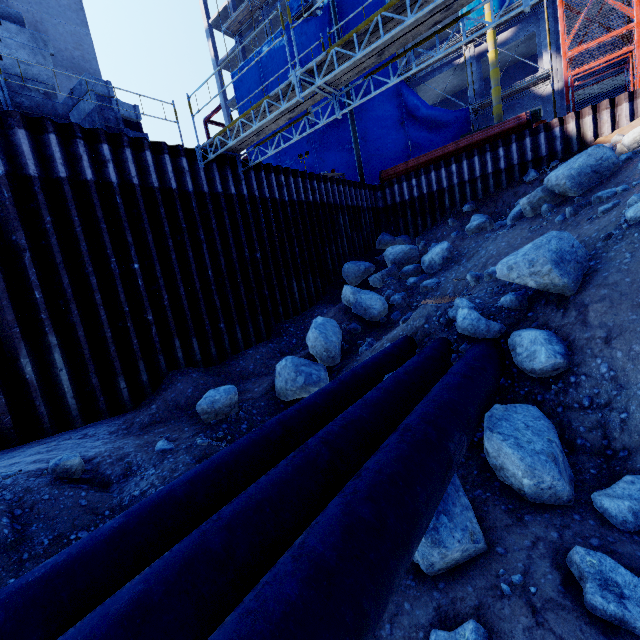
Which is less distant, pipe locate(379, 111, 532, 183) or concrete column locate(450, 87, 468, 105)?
pipe locate(379, 111, 532, 183)

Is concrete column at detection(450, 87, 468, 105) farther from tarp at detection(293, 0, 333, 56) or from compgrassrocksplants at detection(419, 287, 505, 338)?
compgrassrocksplants at detection(419, 287, 505, 338)

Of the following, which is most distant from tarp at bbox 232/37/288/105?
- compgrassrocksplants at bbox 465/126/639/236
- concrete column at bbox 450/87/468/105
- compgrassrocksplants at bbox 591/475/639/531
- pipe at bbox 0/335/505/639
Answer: compgrassrocksplants at bbox 591/475/639/531

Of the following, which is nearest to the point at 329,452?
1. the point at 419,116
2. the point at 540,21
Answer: the point at 419,116

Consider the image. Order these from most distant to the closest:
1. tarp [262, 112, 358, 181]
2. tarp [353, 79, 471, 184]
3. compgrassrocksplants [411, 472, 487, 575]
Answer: tarp [262, 112, 358, 181]
tarp [353, 79, 471, 184]
compgrassrocksplants [411, 472, 487, 575]

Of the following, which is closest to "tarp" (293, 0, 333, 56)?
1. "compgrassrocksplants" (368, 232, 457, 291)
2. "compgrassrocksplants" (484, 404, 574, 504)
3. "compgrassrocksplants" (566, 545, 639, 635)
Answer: "compgrassrocksplants" (368, 232, 457, 291)

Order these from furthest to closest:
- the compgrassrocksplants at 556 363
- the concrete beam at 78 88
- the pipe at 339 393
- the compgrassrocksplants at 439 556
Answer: the concrete beam at 78 88, the compgrassrocksplants at 556 363, the compgrassrocksplants at 439 556, the pipe at 339 393

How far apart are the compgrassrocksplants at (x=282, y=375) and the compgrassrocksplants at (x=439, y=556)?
3.4 meters
